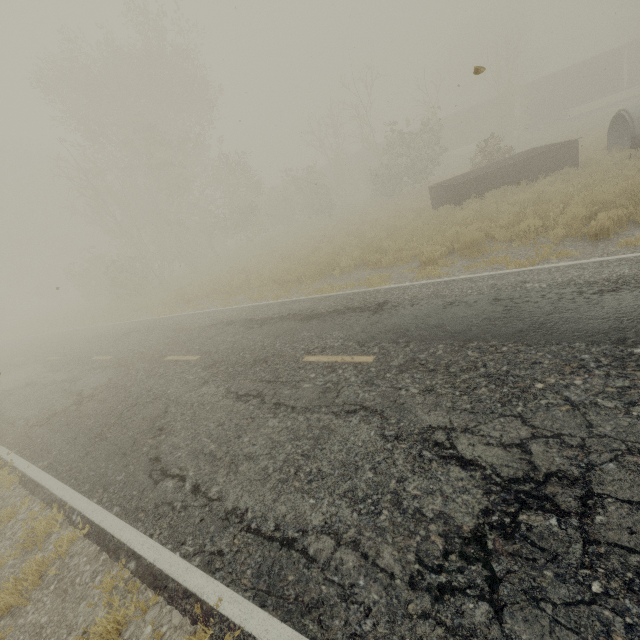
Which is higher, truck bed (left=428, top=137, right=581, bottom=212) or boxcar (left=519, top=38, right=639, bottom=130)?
boxcar (left=519, top=38, right=639, bottom=130)

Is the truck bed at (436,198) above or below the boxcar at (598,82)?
below

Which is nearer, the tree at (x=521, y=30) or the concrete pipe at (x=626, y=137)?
the concrete pipe at (x=626, y=137)

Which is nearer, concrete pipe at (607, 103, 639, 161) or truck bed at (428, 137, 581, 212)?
concrete pipe at (607, 103, 639, 161)

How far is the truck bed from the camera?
14.3m

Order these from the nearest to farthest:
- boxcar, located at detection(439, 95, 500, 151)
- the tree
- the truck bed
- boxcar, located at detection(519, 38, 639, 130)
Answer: the tree < the truck bed < boxcar, located at detection(519, 38, 639, 130) < boxcar, located at detection(439, 95, 500, 151)

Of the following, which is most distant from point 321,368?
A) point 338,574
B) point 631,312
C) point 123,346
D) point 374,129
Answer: point 374,129

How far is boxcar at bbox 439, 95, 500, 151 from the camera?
36.0 meters
